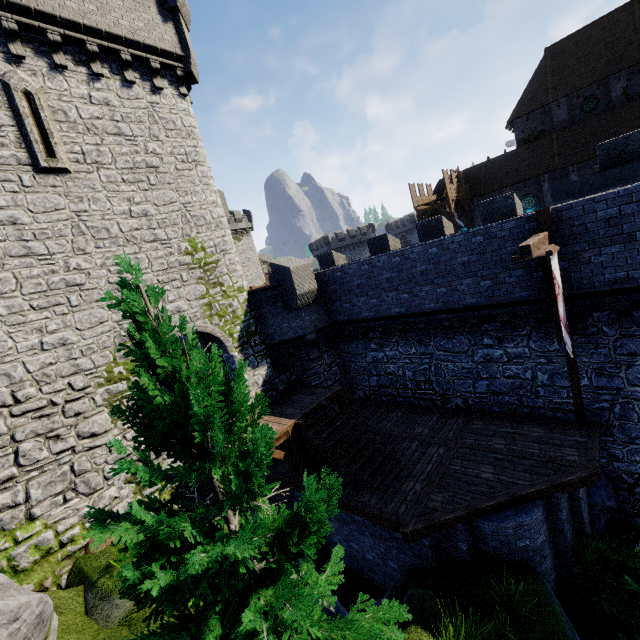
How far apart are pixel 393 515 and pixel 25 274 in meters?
12.2 m

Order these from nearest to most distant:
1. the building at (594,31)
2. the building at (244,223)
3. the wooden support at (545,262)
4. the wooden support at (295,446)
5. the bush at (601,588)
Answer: the bush at (601,588) < the wooden support at (545,262) < the wooden support at (295,446) < the building at (594,31) < the building at (244,223)

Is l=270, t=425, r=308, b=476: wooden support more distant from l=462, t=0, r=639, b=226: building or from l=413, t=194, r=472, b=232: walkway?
l=462, t=0, r=639, b=226: building

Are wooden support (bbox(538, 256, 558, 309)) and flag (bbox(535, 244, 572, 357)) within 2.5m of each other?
yes

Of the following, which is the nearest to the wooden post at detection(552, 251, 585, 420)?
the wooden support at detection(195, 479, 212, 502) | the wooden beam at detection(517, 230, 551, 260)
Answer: the wooden beam at detection(517, 230, 551, 260)

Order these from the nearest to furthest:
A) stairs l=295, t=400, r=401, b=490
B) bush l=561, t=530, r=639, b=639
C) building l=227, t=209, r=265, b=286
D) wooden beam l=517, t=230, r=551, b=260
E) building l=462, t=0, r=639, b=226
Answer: wooden beam l=517, t=230, r=551, b=260
bush l=561, t=530, r=639, b=639
stairs l=295, t=400, r=401, b=490
building l=462, t=0, r=639, b=226
building l=227, t=209, r=265, b=286

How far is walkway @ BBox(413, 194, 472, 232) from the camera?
27.89m

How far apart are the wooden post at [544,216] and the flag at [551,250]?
1.6 meters
